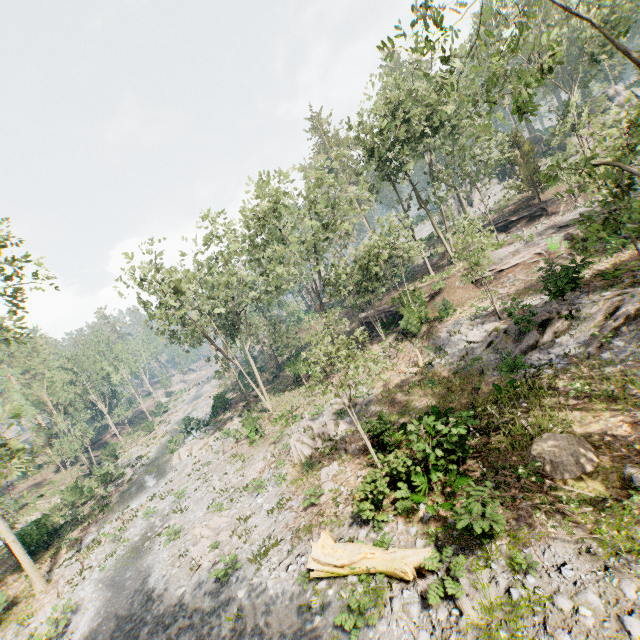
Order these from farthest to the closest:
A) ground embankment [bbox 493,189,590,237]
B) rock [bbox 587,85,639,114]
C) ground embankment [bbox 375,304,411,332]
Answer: rock [bbox 587,85,639,114] < ground embankment [bbox 493,189,590,237] < ground embankment [bbox 375,304,411,332]

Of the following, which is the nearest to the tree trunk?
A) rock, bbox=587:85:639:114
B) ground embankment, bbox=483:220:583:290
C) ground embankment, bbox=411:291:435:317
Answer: ground embankment, bbox=483:220:583:290

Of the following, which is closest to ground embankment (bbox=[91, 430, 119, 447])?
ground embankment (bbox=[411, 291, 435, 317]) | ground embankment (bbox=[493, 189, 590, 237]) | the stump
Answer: ground embankment (bbox=[411, 291, 435, 317])

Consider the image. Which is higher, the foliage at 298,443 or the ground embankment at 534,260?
the ground embankment at 534,260

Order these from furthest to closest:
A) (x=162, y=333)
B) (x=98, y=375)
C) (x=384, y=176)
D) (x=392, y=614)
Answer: (x=98, y=375), (x=384, y=176), (x=162, y=333), (x=392, y=614)

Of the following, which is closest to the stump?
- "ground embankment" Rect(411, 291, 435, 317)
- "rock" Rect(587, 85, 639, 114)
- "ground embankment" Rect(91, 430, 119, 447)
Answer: "ground embankment" Rect(411, 291, 435, 317)

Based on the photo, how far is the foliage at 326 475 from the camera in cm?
1535

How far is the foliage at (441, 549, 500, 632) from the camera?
7.66m
